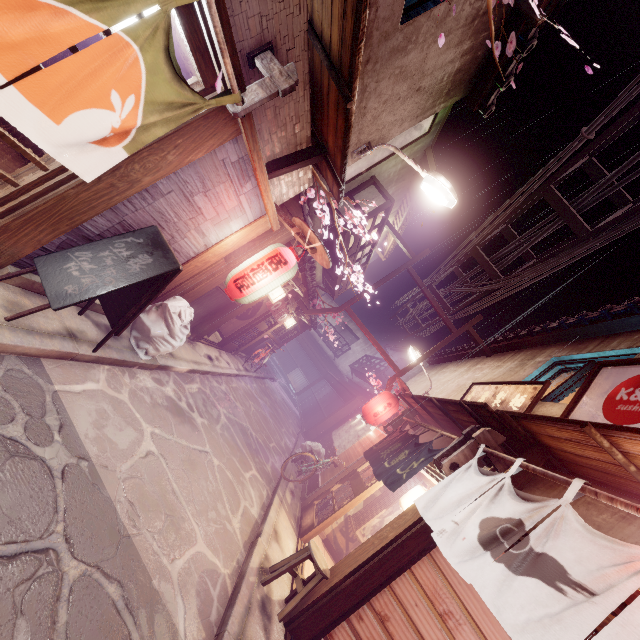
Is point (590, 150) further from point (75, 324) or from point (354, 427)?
point (354, 427)

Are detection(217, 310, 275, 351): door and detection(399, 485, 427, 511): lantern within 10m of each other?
no

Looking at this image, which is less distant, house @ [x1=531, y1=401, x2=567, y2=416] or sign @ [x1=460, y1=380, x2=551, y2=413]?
house @ [x1=531, y1=401, x2=567, y2=416]

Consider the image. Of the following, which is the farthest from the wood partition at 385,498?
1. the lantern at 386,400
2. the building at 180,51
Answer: the building at 180,51

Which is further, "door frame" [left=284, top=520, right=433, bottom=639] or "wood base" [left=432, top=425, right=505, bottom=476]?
"wood base" [left=432, top=425, right=505, bottom=476]

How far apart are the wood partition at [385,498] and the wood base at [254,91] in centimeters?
1417cm

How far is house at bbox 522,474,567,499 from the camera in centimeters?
650cm

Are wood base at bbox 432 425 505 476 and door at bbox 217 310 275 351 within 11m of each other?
no
